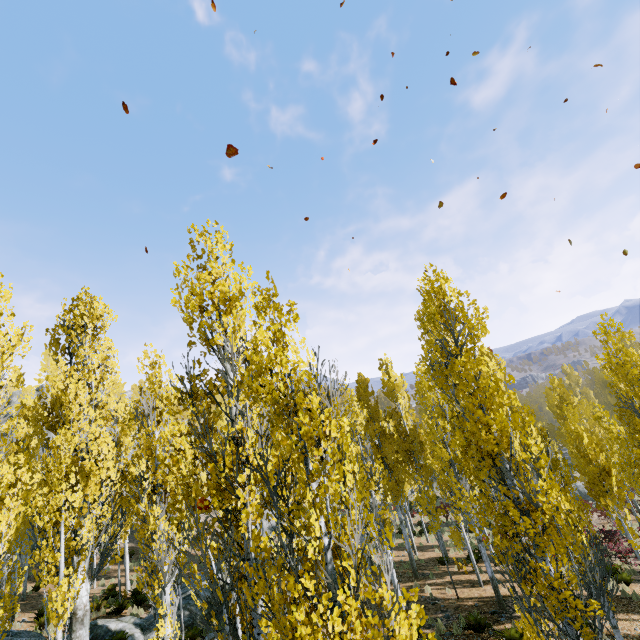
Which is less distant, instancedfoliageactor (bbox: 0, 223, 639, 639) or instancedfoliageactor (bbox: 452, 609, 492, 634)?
instancedfoliageactor (bbox: 0, 223, 639, 639)

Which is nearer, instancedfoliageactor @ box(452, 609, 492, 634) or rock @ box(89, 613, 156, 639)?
instancedfoliageactor @ box(452, 609, 492, 634)

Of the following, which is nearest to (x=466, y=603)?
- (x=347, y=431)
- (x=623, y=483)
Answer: (x=347, y=431)

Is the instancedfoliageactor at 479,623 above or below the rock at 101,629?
below

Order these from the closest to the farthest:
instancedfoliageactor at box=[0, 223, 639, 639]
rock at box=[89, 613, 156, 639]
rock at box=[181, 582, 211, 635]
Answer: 1. instancedfoliageactor at box=[0, 223, 639, 639]
2. rock at box=[89, 613, 156, 639]
3. rock at box=[181, 582, 211, 635]

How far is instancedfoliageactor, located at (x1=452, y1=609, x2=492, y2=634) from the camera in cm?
1148

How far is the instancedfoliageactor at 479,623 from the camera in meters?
11.5 m
